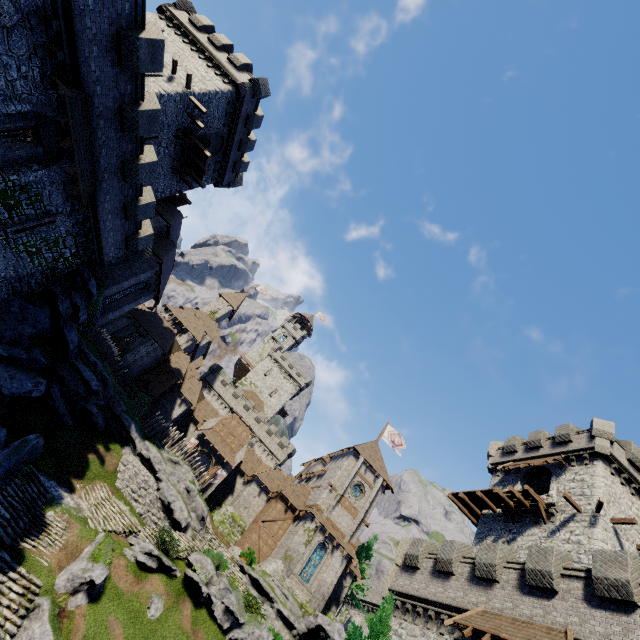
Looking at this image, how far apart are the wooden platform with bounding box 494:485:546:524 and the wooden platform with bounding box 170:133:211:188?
36.1 meters

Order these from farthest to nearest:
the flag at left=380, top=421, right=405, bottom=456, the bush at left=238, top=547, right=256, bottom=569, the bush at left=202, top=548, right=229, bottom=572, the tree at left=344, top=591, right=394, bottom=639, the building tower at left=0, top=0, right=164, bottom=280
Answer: the flag at left=380, top=421, right=405, bottom=456
the bush at left=238, top=547, right=256, bottom=569
the bush at left=202, top=548, right=229, bottom=572
the tree at left=344, top=591, right=394, bottom=639
the building tower at left=0, top=0, right=164, bottom=280

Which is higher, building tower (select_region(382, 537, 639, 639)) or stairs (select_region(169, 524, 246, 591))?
building tower (select_region(382, 537, 639, 639))

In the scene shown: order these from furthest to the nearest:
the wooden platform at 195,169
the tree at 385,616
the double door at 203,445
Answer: the double door at 203,445 → the wooden platform at 195,169 → the tree at 385,616

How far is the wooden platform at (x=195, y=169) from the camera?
26.4m

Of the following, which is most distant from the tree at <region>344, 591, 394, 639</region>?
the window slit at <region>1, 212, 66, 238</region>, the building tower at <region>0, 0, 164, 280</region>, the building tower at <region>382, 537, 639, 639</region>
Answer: the window slit at <region>1, 212, 66, 238</region>

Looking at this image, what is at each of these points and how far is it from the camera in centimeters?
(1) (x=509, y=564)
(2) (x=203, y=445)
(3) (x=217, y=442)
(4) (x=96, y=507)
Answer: (1) building tower, 1684cm
(2) double door, 3838cm
(3) awning, 3856cm
(4) stairs, 2239cm

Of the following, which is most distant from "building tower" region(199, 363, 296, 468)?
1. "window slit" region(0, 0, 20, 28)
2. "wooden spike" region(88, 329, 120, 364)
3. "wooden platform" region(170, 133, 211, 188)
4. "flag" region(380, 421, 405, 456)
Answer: "window slit" region(0, 0, 20, 28)
